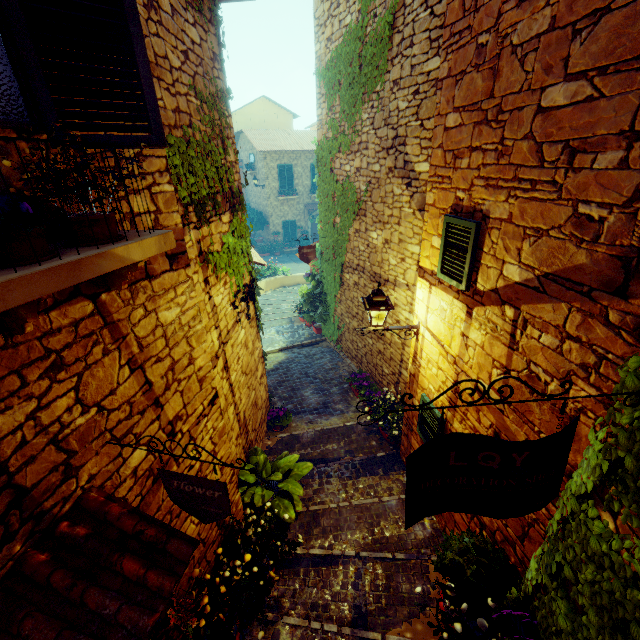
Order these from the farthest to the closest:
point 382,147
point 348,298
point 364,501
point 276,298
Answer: point 276,298
point 348,298
point 382,147
point 364,501

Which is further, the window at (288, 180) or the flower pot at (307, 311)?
the window at (288, 180)

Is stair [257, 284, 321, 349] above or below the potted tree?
below

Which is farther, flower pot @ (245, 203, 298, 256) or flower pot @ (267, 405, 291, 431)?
flower pot @ (245, 203, 298, 256)

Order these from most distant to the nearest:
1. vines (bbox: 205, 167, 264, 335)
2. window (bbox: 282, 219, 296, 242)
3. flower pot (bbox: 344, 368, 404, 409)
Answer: window (bbox: 282, 219, 296, 242)
flower pot (bbox: 344, 368, 404, 409)
vines (bbox: 205, 167, 264, 335)

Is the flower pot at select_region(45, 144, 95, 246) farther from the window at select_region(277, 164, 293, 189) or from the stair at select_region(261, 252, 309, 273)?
the window at select_region(277, 164, 293, 189)

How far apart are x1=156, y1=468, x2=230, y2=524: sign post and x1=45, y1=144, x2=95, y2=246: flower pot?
1.49m

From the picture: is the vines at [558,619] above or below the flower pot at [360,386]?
above
